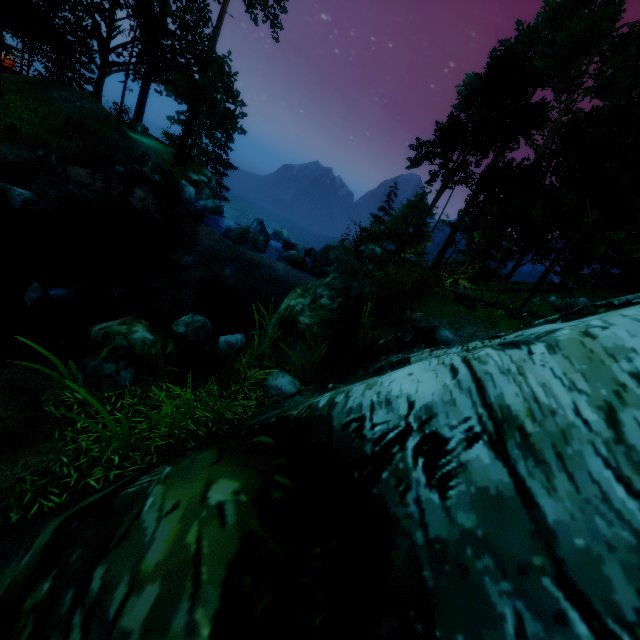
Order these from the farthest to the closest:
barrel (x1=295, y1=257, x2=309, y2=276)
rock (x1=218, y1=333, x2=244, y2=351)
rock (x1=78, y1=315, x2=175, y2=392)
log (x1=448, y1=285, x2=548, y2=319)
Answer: barrel (x1=295, y1=257, x2=309, y2=276) → log (x1=448, y1=285, x2=548, y2=319) → rock (x1=218, y1=333, x2=244, y2=351) → rock (x1=78, y1=315, x2=175, y2=392)

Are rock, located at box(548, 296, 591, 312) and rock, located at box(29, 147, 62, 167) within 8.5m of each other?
no

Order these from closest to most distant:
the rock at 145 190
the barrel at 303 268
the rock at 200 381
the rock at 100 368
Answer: the rock at 100 368 → the rock at 200 381 → the rock at 145 190 → the barrel at 303 268

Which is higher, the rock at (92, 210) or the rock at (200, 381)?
the rock at (200, 381)

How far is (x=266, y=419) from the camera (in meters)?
4.01

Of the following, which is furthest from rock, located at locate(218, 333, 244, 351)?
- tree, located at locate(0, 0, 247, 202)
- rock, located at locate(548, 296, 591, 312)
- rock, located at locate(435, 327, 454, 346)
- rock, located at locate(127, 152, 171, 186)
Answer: rock, located at locate(548, 296, 591, 312)

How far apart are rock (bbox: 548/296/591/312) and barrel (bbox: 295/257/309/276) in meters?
14.3

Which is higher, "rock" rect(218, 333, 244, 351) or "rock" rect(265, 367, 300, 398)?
"rock" rect(265, 367, 300, 398)
